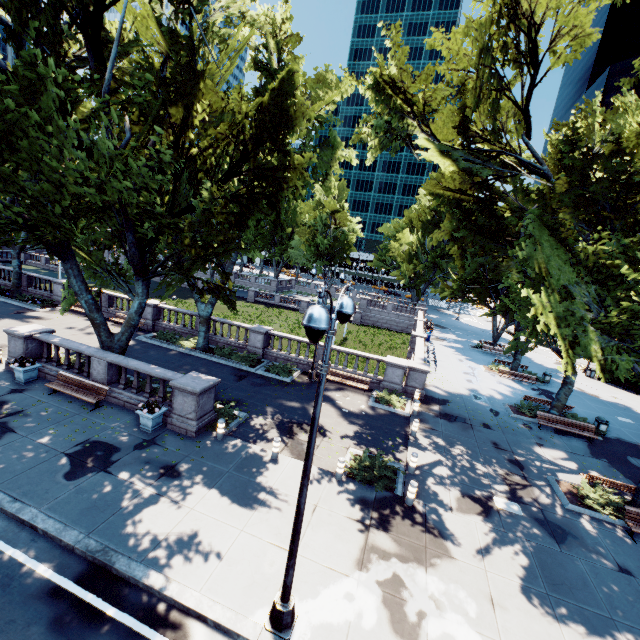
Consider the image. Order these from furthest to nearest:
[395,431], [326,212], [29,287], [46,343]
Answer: [326,212] → [29,287] → [395,431] → [46,343]

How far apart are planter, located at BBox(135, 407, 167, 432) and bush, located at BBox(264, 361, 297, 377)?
8.14m

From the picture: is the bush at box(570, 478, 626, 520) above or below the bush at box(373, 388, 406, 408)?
above

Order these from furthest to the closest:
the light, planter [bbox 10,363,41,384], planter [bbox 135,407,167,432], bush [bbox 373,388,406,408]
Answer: bush [bbox 373,388,406,408]
planter [bbox 10,363,41,384]
planter [bbox 135,407,167,432]
the light

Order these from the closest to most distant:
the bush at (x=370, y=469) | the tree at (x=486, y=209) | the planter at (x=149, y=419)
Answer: the tree at (x=486, y=209) → the bush at (x=370, y=469) → the planter at (x=149, y=419)

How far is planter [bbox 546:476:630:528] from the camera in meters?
12.0 m

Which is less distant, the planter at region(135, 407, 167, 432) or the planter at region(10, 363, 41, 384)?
the planter at region(135, 407, 167, 432)

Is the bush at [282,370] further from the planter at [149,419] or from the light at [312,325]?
the light at [312,325]
